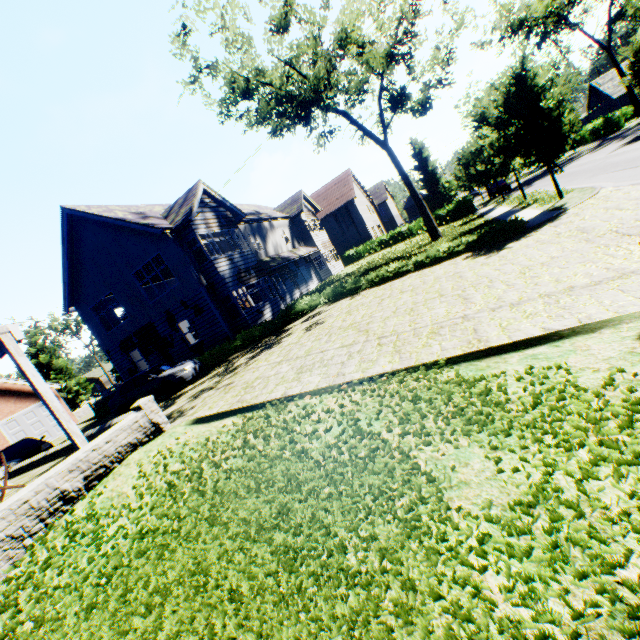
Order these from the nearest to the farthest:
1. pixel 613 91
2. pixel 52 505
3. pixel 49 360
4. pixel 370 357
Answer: pixel 52 505 < pixel 370 357 < pixel 49 360 < pixel 613 91

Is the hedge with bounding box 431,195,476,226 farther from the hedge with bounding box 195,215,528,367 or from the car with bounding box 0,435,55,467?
the car with bounding box 0,435,55,467

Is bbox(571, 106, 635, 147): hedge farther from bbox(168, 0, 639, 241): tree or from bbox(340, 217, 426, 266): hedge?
bbox(340, 217, 426, 266): hedge

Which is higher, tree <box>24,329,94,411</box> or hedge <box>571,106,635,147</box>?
tree <box>24,329,94,411</box>

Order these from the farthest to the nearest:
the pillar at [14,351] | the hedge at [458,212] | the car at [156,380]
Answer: the hedge at [458,212] → the car at [156,380] → the pillar at [14,351]

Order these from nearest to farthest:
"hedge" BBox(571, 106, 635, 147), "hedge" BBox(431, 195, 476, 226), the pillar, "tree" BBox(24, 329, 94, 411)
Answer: the pillar < "hedge" BBox(431, 195, 476, 226) < "hedge" BBox(571, 106, 635, 147) < "tree" BBox(24, 329, 94, 411)

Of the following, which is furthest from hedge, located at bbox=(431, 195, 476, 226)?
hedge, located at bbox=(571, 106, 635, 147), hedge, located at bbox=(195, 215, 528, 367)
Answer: hedge, located at bbox=(195, 215, 528, 367)

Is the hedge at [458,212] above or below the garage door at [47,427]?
below
